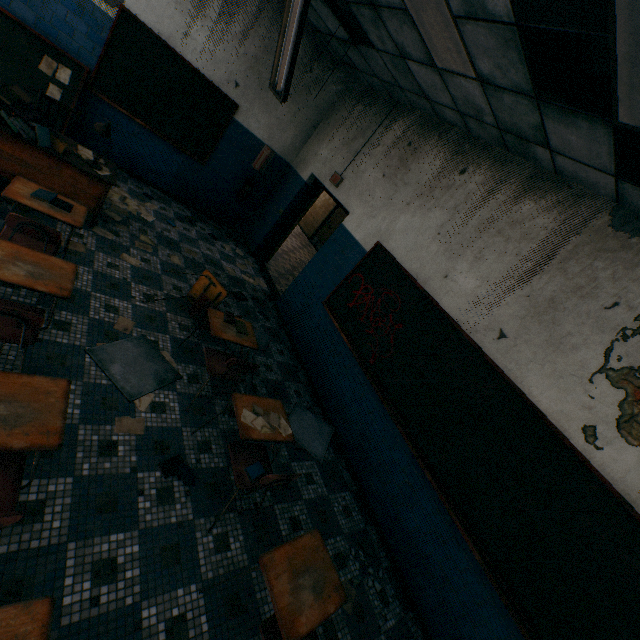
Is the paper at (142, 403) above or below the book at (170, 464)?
below

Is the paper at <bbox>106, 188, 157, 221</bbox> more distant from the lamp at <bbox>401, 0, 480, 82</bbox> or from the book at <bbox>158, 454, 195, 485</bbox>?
the lamp at <bbox>401, 0, 480, 82</bbox>

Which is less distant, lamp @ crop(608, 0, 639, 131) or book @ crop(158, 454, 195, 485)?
lamp @ crop(608, 0, 639, 131)

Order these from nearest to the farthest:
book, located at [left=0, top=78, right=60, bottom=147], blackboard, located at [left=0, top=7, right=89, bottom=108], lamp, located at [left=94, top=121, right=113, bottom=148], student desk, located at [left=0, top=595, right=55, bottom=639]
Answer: student desk, located at [left=0, top=595, right=55, bottom=639] < book, located at [left=0, top=78, right=60, bottom=147] < lamp, located at [left=94, top=121, right=113, bottom=148] < blackboard, located at [left=0, top=7, right=89, bottom=108]

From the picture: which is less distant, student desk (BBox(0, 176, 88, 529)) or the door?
student desk (BBox(0, 176, 88, 529))

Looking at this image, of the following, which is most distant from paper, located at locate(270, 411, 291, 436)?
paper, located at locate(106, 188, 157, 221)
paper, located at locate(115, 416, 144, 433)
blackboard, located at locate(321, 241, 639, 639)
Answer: paper, located at locate(106, 188, 157, 221)

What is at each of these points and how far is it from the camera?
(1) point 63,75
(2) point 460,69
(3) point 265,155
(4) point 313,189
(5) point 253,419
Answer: (1) paper, 4.76m
(2) lamp, 3.13m
(3) sign, 6.70m
(4) door frame, 6.61m
(5) paper, 2.64m

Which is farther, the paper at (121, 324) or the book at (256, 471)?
the paper at (121, 324)
